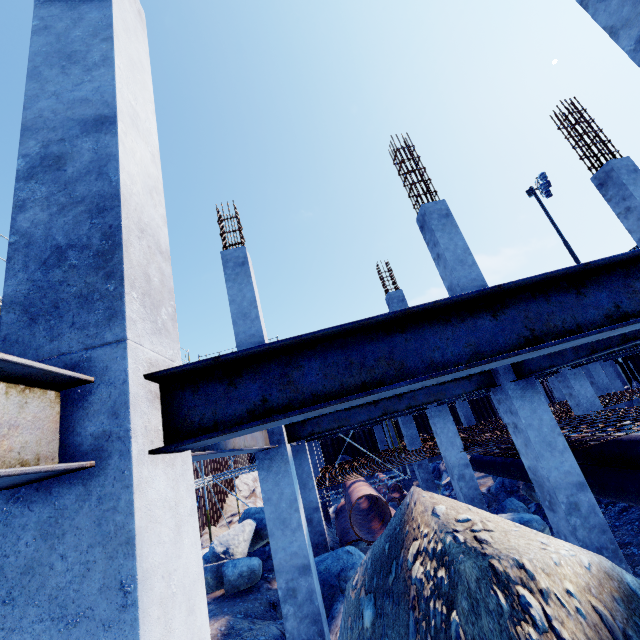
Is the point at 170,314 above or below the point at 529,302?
above

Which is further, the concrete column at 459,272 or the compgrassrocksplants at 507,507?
the compgrassrocksplants at 507,507

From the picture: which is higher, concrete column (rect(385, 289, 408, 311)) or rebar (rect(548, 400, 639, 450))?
concrete column (rect(385, 289, 408, 311))

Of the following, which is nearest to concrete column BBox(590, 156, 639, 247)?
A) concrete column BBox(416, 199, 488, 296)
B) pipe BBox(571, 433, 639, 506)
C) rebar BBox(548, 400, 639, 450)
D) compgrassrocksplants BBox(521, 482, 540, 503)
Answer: rebar BBox(548, 400, 639, 450)

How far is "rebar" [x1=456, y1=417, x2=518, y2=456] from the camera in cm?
870

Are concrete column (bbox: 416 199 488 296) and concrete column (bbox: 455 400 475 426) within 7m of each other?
no

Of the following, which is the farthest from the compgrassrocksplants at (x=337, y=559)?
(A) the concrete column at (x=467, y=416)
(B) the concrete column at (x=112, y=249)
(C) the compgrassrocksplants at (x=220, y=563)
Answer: (A) the concrete column at (x=467, y=416)

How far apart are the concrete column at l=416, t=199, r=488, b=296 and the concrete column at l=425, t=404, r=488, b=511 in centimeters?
434cm
